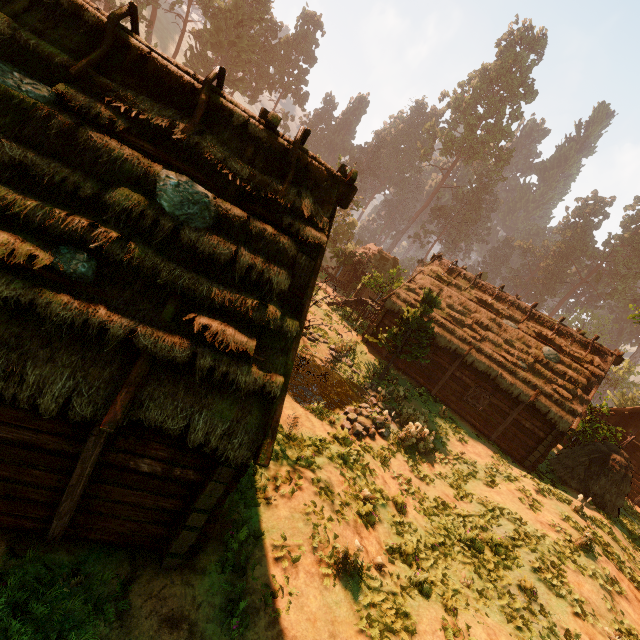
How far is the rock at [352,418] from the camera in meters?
13.6 m

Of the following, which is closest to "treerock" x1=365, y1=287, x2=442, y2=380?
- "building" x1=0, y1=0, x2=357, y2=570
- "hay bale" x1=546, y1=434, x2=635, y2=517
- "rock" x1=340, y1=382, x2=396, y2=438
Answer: "building" x1=0, y1=0, x2=357, y2=570

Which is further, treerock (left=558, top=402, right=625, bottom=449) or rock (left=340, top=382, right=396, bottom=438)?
treerock (left=558, top=402, right=625, bottom=449)

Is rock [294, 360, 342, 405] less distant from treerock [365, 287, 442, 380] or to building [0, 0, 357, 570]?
treerock [365, 287, 442, 380]

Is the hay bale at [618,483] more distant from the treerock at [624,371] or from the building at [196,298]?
the treerock at [624,371]

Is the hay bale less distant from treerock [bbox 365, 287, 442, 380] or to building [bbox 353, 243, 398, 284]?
building [bbox 353, 243, 398, 284]

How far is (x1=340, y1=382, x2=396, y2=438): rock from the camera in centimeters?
1360cm

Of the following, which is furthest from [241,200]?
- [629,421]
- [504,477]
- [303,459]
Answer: [629,421]
